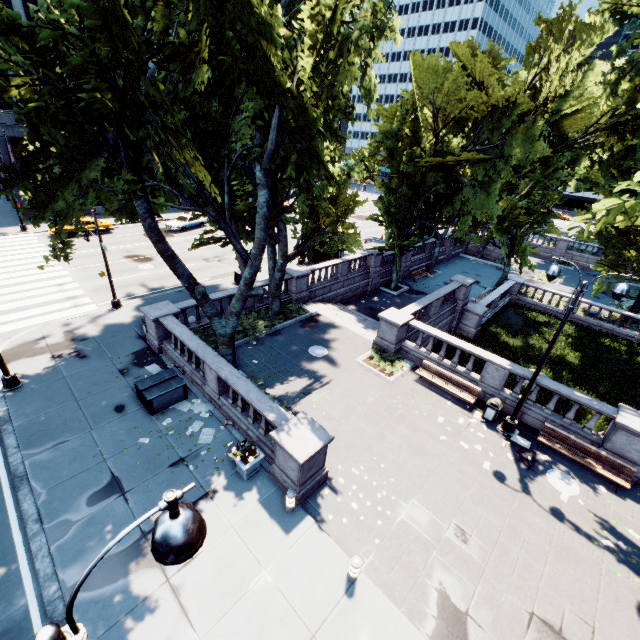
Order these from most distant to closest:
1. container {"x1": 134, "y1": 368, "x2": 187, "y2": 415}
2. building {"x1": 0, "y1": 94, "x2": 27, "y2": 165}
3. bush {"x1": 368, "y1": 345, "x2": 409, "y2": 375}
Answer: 1. building {"x1": 0, "y1": 94, "x2": 27, "y2": 165}
2. bush {"x1": 368, "y1": 345, "x2": 409, "y2": 375}
3. container {"x1": 134, "y1": 368, "x2": 187, "y2": 415}

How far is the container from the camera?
12.59m

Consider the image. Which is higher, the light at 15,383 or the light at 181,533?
the light at 181,533

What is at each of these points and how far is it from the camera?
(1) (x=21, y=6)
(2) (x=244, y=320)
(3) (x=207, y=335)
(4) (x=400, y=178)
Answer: (1) building, 43.19m
(2) bush, 18.89m
(3) bush, 17.42m
(4) tree, 25.66m

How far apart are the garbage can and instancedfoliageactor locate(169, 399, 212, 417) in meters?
11.4 m

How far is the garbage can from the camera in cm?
1386

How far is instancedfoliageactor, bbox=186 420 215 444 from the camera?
11.9m

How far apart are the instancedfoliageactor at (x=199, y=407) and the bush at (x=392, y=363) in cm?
793
